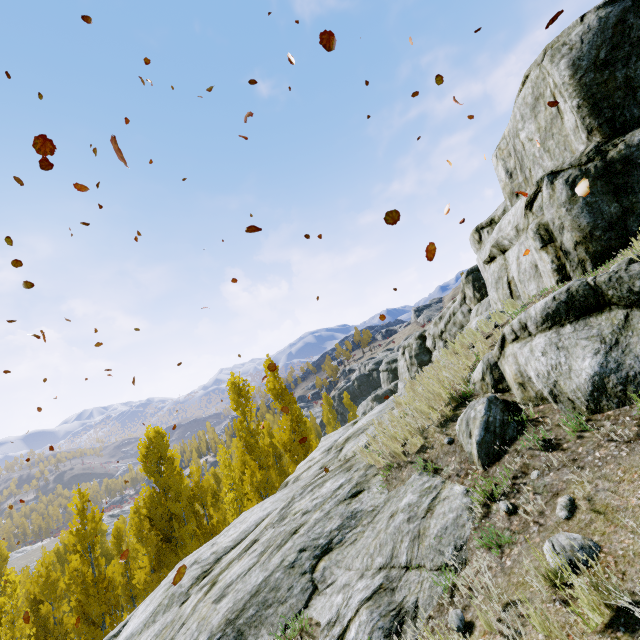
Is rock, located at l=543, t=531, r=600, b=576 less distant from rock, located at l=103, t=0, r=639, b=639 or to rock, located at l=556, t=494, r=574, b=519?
rock, located at l=556, t=494, r=574, b=519

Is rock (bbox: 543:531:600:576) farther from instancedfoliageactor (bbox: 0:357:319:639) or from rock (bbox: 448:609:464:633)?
instancedfoliageactor (bbox: 0:357:319:639)

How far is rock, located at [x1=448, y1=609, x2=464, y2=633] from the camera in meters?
2.7

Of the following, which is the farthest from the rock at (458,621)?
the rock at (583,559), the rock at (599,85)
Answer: the rock at (583,559)

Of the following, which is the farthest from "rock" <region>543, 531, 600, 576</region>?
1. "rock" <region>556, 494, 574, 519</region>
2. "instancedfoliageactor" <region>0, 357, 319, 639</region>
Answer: "instancedfoliageactor" <region>0, 357, 319, 639</region>

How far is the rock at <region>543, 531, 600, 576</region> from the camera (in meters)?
2.18

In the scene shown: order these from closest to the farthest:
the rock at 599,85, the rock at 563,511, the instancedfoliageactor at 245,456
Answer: the rock at 563,511, the rock at 599,85, the instancedfoliageactor at 245,456

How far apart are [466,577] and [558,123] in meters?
11.2
